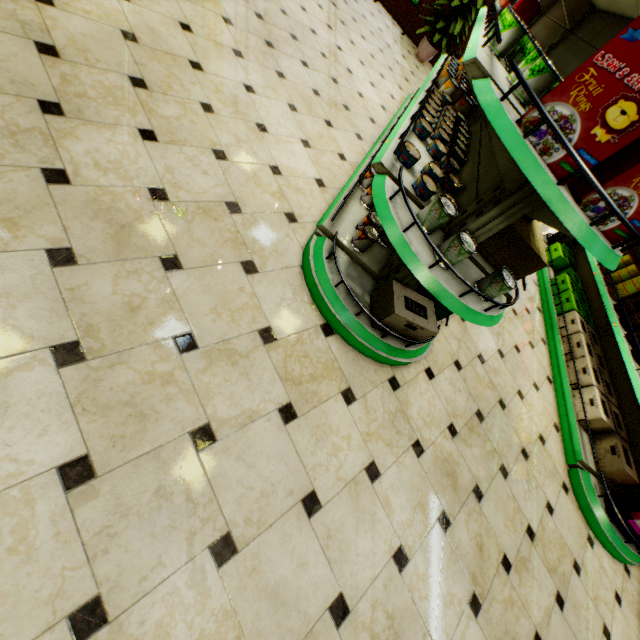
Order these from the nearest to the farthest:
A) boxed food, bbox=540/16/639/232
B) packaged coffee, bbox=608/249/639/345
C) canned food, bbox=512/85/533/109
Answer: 1. boxed food, bbox=540/16/639/232
2. canned food, bbox=512/85/533/109
3. packaged coffee, bbox=608/249/639/345

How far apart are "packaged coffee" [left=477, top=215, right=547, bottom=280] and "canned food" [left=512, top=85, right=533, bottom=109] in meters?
0.5 m

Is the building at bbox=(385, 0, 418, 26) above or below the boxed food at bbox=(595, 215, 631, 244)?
below

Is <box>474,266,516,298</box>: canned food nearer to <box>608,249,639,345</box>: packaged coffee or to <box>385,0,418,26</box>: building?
<box>385,0,418,26</box>: building

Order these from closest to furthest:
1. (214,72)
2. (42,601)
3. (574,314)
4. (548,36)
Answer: (42,601) < (214,72) < (548,36) < (574,314)

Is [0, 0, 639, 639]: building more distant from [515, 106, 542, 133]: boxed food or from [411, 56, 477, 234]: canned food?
[515, 106, 542, 133]: boxed food

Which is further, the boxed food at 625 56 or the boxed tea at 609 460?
the boxed tea at 609 460

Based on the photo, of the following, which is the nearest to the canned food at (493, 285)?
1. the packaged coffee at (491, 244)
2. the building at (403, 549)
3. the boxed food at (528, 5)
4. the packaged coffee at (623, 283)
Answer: the packaged coffee at (491, 244)
